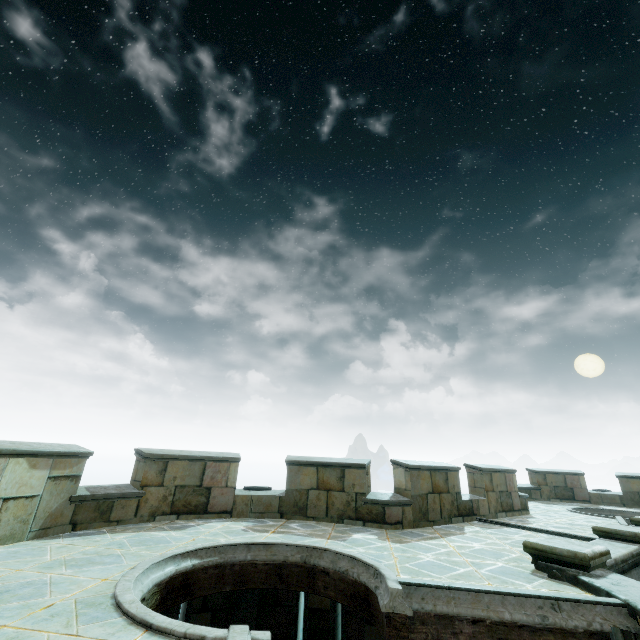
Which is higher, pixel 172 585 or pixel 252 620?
pixel 172 585

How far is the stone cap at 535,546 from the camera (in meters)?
4.79

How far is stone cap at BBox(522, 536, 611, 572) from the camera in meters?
4.8 m

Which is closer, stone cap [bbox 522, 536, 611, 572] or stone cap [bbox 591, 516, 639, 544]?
stone cap [bbox 522, 536, 611, 572]

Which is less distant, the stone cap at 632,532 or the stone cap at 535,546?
the stone cap at 535,546
